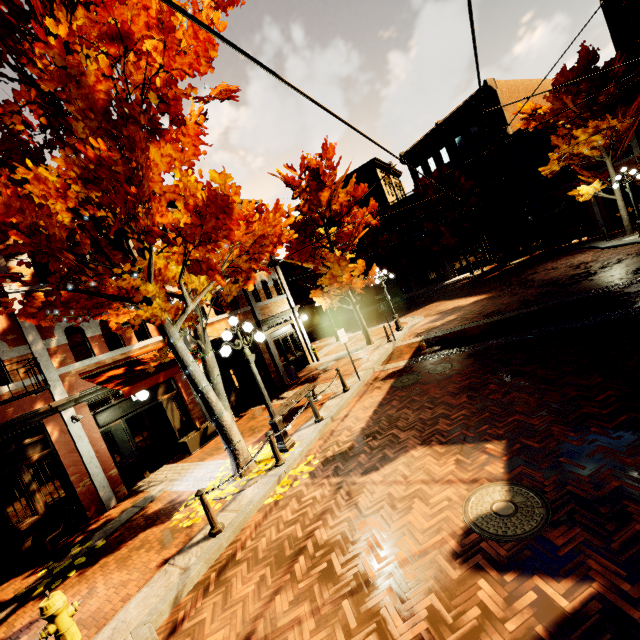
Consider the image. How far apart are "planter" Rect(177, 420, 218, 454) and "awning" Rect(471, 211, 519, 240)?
24.9 meters

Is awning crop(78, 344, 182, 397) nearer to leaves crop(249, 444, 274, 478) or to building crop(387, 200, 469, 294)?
building crop(387, 200, 469, 294)

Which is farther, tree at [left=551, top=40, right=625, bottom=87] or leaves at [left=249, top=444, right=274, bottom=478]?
tree at [left=551, top=40, right=625, bottom=87]

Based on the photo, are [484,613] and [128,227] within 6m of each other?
no

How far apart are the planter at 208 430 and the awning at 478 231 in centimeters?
2487cm

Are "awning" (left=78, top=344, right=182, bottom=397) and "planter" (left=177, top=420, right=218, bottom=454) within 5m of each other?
yes

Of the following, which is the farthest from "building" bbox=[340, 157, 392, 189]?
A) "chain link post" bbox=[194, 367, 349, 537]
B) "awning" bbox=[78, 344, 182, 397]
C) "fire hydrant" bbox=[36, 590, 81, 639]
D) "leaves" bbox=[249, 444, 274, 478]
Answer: "chain link post" bbox=[194, 367, 349, 537]

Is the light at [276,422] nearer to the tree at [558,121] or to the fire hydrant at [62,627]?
the tree at [558,121]
